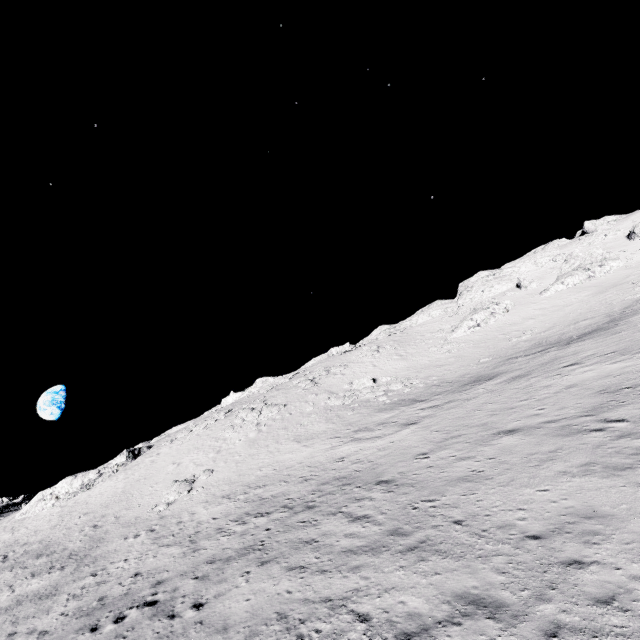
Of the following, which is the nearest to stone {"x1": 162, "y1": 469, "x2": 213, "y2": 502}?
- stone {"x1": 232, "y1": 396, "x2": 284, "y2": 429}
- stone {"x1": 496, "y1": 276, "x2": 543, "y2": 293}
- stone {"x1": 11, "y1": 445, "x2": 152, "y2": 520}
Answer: stone {"x1": 232, "y1": 396, "x2": 284, "y2": 429}

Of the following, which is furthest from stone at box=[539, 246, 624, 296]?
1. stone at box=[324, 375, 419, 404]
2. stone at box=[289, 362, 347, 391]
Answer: stone at box=[289, 362, 347, 391]

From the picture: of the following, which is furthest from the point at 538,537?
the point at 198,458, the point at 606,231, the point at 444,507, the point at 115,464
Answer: the point at 606,231

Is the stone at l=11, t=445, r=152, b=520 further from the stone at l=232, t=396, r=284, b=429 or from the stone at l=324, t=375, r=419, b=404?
the stone at l=324, t=375, r=419, b=404

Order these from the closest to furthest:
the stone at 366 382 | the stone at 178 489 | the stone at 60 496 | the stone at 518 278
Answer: the stone at 178 489, the stone at 366 382, the stone at 60 496, the stone at 518 278

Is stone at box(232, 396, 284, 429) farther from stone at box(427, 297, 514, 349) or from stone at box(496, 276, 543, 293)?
stone at box(496, 276, 543, 293)

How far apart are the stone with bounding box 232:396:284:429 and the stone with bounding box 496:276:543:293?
44.8 meters

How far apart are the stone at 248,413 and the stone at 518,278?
44.8m
